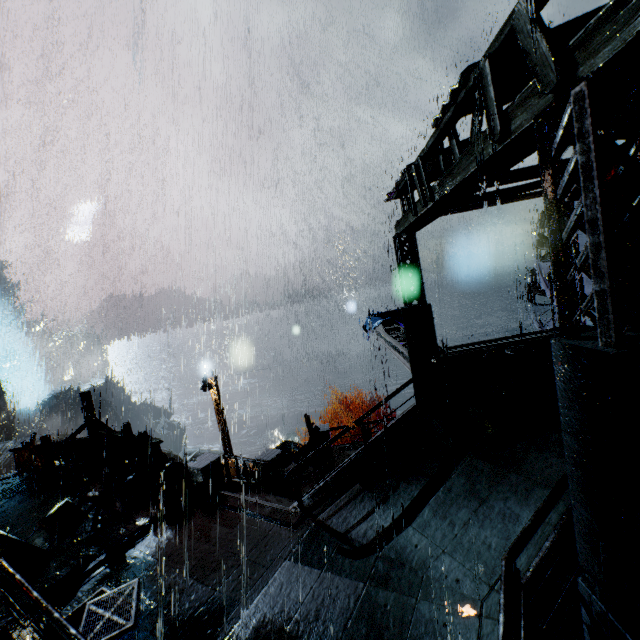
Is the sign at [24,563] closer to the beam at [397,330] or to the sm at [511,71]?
the beam at [397,330]

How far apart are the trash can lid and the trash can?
0.0m

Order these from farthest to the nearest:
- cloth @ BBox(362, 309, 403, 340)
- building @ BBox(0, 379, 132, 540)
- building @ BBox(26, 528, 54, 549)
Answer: cloth @ BBox(362, 309, 403, 340), building @ BBox(0, 379, 132, 540), building @ BBox(26, 528, 54, 549)

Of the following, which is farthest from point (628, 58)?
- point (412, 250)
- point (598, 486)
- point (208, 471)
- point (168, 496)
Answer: point (168, 496)

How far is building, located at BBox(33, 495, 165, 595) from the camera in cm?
806

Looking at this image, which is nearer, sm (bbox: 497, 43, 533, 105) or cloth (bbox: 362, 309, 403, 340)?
sm (bbox: 497, 43, 533, 105)

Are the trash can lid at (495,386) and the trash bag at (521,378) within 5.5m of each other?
yes

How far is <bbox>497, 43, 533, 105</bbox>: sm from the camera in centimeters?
491cm
